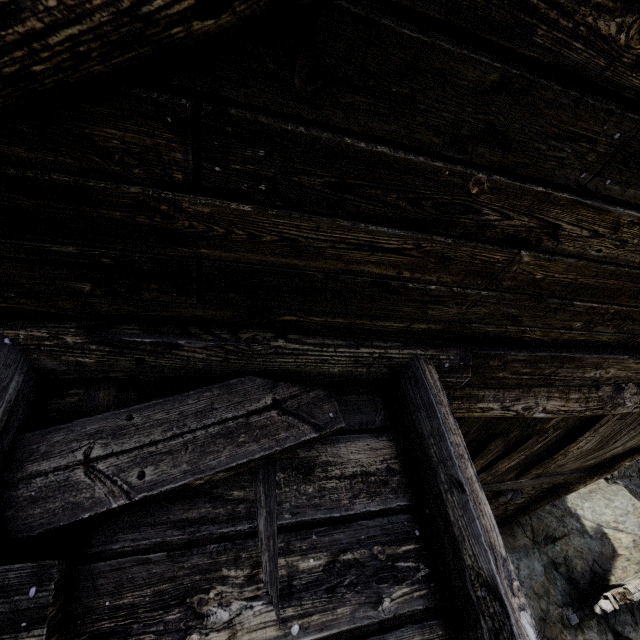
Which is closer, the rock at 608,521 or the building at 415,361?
the building at 415,361

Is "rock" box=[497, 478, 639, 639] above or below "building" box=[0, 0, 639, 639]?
below

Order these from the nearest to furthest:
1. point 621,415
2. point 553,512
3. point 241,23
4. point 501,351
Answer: point 241,23
point 501,351
point 621,415
point 553,512

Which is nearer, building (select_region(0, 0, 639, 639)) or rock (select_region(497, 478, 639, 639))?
building (select_region(0, 0, 639, 639))

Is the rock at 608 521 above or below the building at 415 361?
below
